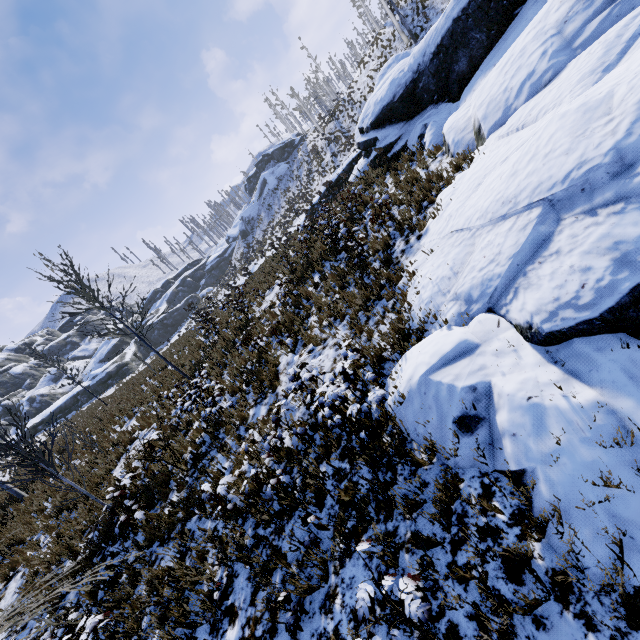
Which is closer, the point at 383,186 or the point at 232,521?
the point at 232,521

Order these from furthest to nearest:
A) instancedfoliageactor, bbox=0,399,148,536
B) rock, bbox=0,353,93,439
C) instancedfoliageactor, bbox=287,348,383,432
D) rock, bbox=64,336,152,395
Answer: rock, bbox=64,336,152,395 < rock, bbox=0,353,93,439 < instancedfoliageactor, bbox=0,399,148,536 < instancedfoliageactor, bbox=287,348,383,432

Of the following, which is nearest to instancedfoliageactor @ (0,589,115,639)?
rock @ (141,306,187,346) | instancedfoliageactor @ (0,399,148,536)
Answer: instancedfoliageactor @ (0,399,148,536)

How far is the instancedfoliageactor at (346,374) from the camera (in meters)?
4.25

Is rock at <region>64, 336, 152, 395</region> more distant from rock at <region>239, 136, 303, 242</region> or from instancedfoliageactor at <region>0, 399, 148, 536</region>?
instancedfoliageactor at <region>0, 399, 148, 536</region>

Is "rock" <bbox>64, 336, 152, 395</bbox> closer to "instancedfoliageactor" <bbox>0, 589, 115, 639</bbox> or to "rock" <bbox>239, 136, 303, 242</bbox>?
"rock" <bbox>239, 136, 303, 242</bbox>

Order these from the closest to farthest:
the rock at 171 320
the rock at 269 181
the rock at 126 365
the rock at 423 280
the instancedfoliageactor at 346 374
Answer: the rock at 423 280, the instancedfoliageactor at 346 374, the rock at 126 365, the rock at 269 181, the rock at 171 320

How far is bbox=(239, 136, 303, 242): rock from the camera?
53.4m
